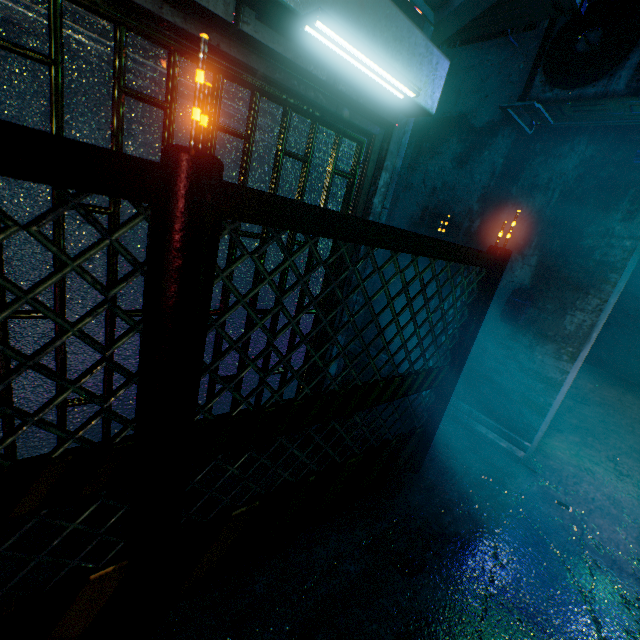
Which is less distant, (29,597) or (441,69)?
(29,597)

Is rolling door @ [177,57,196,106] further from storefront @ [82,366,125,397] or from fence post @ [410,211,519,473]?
fence post @ [410,211,519,473]

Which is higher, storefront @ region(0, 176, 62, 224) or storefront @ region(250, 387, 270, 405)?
storefront @ region(0, 176, 62, 224)

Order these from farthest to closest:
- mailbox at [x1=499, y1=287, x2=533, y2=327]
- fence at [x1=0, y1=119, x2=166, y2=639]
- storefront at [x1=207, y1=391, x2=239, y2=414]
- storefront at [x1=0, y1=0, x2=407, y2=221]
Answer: mailbox at [x1=499, y1=287, x2=533, y2=327] < storefront at [x1=207, y1=391, x2=239, y2=414] < storefront at [x1=0, y1=0, x2=407, y2=221] < fence at [x1=0, y1=119, x2=166, y2=639]

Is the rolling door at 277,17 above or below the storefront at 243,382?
above

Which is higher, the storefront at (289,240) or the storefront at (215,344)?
the storefront at (289,240)

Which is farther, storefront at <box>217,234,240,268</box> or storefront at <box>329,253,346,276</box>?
storefront at <box>329,253,346,276</box>
